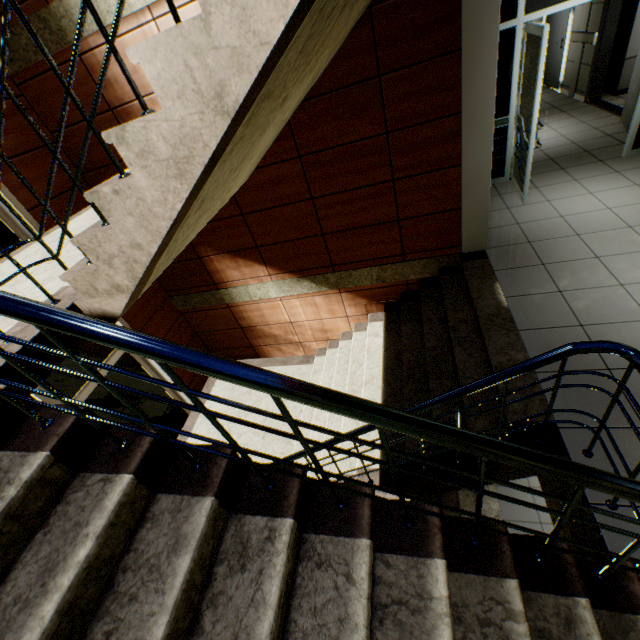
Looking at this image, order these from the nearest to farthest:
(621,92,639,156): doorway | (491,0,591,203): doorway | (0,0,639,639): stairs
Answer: (0,0,639,639): stairs
(491,0,591,203): doorway
(621,92,639,156): doorway

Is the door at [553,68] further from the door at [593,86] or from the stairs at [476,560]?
the stairs at [476,560]

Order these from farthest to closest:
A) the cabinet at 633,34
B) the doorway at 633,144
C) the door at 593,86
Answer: the cabinet at 633,34 → the door at 593,86 → the doorway at 633,144

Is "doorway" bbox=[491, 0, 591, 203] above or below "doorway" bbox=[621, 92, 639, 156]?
above

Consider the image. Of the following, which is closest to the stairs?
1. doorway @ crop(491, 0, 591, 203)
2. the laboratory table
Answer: doorway @ crop(491, 0, 591, 203)

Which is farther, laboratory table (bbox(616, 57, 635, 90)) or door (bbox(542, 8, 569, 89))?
door (bbox(542, 8, 569, 89))

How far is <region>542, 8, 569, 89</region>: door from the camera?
7.5 meters

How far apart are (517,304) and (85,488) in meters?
3.6
